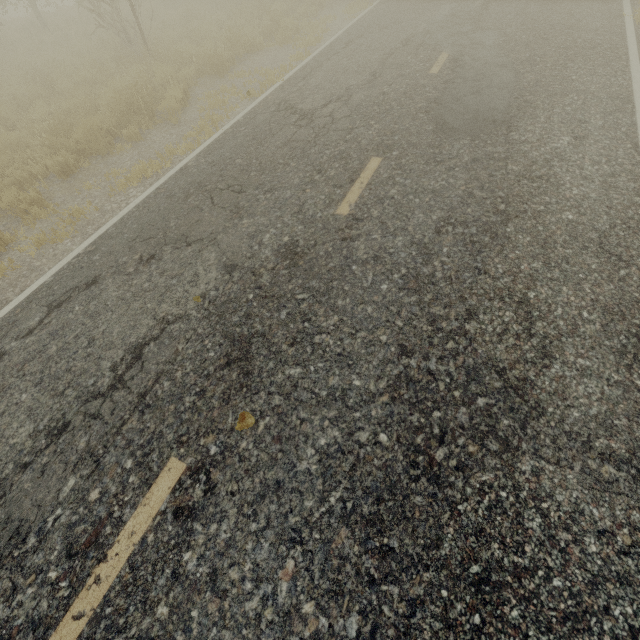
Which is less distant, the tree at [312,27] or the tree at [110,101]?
the tree at [110,101]

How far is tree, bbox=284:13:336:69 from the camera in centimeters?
909cm

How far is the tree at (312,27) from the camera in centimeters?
909cm

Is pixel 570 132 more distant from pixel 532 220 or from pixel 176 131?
pixel 176 131

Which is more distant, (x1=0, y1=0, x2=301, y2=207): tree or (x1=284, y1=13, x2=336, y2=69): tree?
(x1=284, y1=13, x2=336, y2=69): tree
